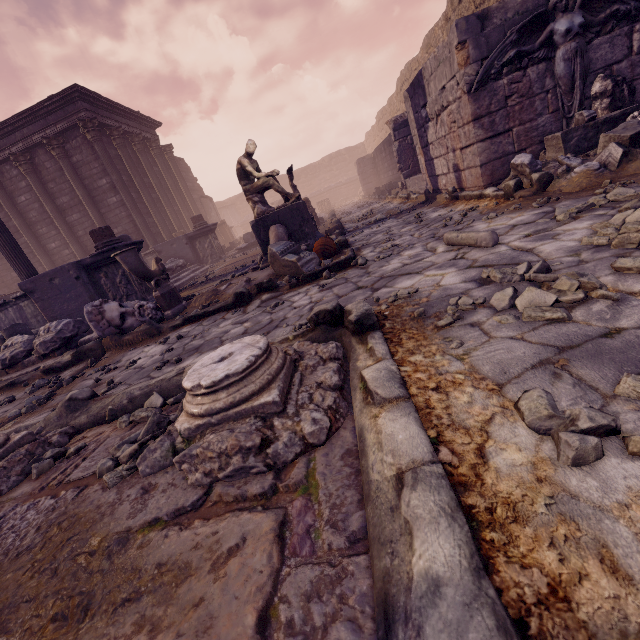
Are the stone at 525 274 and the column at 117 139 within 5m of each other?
no

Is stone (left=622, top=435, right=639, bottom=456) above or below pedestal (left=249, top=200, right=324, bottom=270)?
below

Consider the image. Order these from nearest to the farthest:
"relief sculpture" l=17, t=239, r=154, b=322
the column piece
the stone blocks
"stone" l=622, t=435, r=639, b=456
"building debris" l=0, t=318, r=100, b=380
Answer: "stone" l=622, t=435, r=639, b=456 → the column piece → "building debris" l=0, t=318, r=100, b=380 → "relief sculpture" l=17, t=239, r=154, b=322 → the stone blocks

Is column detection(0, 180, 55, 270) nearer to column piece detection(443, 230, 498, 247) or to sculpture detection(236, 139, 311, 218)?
sculpture detection(236, 139, 311, 218)

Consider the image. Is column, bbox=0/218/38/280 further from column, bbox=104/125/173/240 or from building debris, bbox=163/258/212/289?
column, bbox=104/125/173/240

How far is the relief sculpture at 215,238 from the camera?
14.02m

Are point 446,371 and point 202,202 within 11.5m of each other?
no

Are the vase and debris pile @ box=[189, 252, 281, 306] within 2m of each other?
yes
